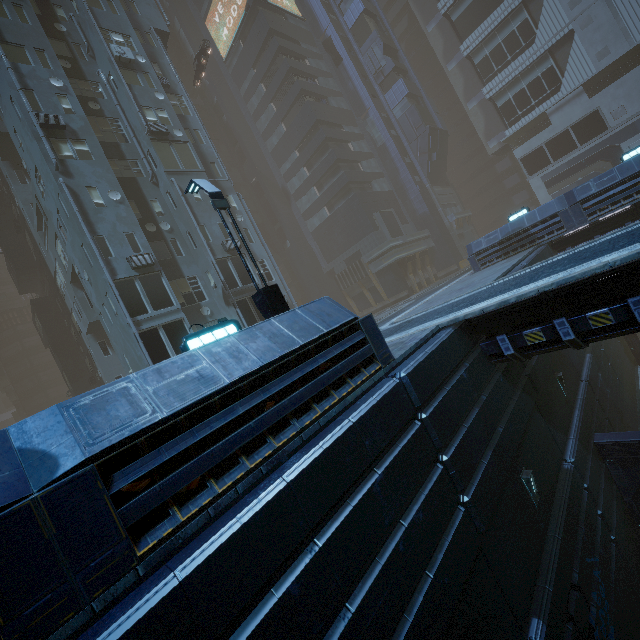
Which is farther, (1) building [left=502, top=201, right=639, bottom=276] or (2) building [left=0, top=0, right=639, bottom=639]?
(1) building [left=502, top=201, right=639, bottom=276]

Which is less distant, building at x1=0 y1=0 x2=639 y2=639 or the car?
building at x1=0 y1=0 x2=639 y2=639

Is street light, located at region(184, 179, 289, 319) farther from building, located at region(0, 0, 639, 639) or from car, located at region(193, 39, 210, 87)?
car, located at region(193, 39, 210, 87)

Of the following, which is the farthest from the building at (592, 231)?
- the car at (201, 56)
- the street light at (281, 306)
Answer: the car at (201, 56)

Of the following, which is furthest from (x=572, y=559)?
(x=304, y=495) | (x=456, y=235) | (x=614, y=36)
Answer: (x=614, y=36)
